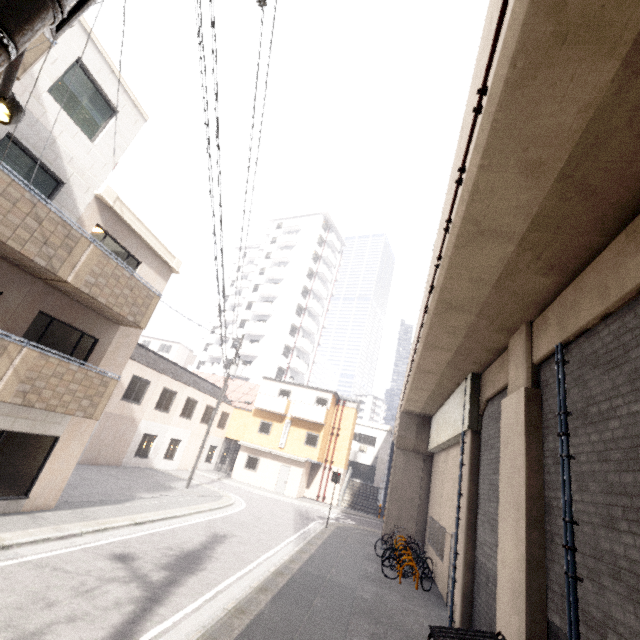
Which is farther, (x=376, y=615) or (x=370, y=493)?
(x=370, y=493)

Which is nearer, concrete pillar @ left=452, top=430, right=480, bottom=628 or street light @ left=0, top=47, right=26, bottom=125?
street light @ left=0, top=47, right=26, bottom=125

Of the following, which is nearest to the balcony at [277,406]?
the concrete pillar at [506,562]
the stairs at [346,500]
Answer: the stairs at [346,500]

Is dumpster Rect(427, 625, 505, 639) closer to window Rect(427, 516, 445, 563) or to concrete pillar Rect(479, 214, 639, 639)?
concrete pillar Rect(479, 214, 639, 639)

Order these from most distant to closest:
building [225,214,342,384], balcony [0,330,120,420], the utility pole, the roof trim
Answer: building [225,214,342,384] → the roof trim → balcony [0,330,120,420] → the utility pole

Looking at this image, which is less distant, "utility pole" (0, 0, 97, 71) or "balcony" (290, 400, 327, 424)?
"utility pole" (0, 0, 97, 71)

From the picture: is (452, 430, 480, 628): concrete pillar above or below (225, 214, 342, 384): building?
below

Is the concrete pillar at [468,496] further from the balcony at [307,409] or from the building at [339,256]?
the building at [339,256]
